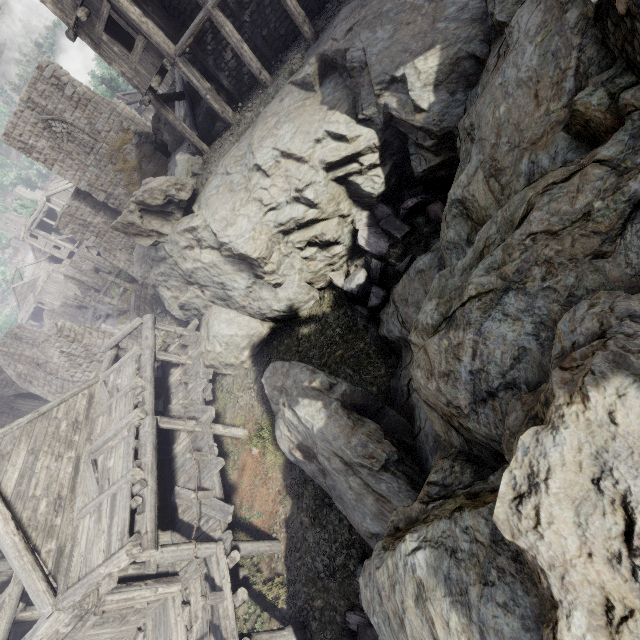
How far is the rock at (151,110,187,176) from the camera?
21.9 meters

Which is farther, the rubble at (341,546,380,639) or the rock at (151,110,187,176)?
the rock at (151,110,187,176)

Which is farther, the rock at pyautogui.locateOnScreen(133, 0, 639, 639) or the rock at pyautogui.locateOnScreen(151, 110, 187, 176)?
the rock at pyautogui.locateOnScreen(151, 110, 187, 176)

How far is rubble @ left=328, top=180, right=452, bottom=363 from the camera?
10.59m

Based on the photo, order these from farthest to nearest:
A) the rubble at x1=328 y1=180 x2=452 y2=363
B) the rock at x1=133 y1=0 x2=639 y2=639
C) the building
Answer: the rubble at x1=328 y1=180 x2=452 y2=363 < the building < the rock at x1=133 y1=0 x2=639 y2=639

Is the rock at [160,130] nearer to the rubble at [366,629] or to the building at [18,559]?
the building at [18,559]

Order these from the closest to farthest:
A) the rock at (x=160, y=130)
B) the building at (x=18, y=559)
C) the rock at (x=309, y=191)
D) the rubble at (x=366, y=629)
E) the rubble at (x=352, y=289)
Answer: the rock at (x=309, y=191), the rubble at (x=366, y=629), the building at (x=18, y=559), the rubble at (x=352, y=289), the rock at (x=160, y=130)

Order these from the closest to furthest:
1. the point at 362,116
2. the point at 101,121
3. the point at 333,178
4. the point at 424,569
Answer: the point at 424,569 → the point at 362,116 → the point at 333,178 → the point at 101,121
